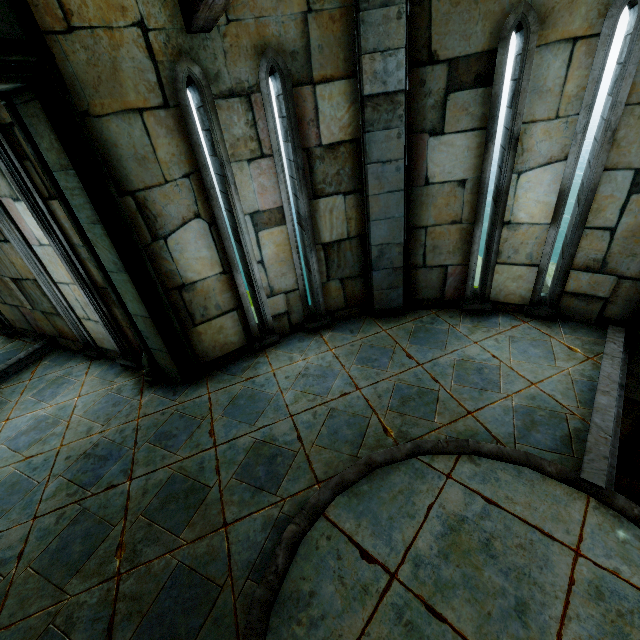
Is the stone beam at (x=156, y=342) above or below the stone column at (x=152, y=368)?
above

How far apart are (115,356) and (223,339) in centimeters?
212cm

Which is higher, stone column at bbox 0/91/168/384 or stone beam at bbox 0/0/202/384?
stone beam at bbox 0/0/202/384

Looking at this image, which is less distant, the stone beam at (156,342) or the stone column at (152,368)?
the stone beam at (156,342)

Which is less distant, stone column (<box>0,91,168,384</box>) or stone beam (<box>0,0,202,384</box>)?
stone beam (<box>0,0,202,384</box>)
